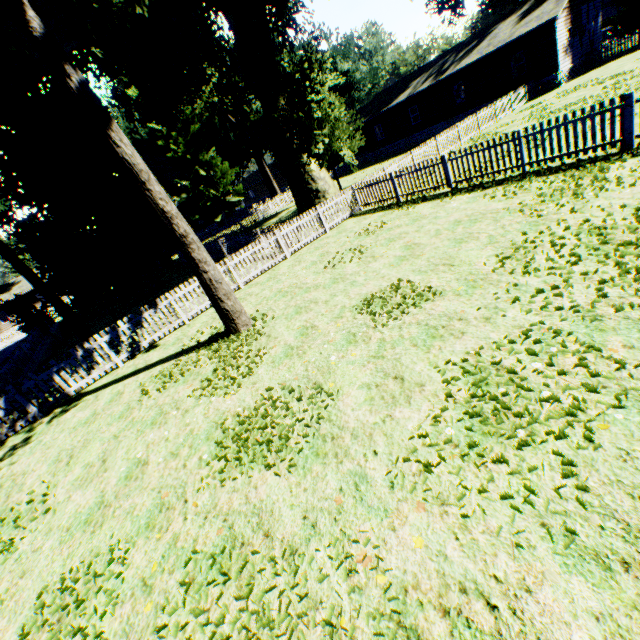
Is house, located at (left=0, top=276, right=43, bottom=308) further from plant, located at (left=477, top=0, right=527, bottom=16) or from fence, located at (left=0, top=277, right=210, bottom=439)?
plant, located at (left=477, top=0, right=527, bottom=16)

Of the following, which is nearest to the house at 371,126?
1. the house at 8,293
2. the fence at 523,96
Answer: the fence at 523,96

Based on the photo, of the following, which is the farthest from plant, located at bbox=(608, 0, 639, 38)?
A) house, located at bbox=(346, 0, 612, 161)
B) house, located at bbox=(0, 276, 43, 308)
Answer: house, located at bbox=(0, 276, 43, 308)

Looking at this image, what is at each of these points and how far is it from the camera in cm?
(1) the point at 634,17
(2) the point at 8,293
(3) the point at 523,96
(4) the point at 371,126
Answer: (1) plant, 2511
(2) house, 4425
(3) fence, 2466
(4) house, 3775

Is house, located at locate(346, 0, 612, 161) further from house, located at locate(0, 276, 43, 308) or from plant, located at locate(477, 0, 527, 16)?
house, located at locate(0, 276, 43, 308)

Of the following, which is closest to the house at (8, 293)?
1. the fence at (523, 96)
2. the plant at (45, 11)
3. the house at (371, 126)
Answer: the fence at (523, 96)

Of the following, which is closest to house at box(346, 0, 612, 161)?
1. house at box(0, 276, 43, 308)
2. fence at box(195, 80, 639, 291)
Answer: fence at box(195, 80, 639, 291)
